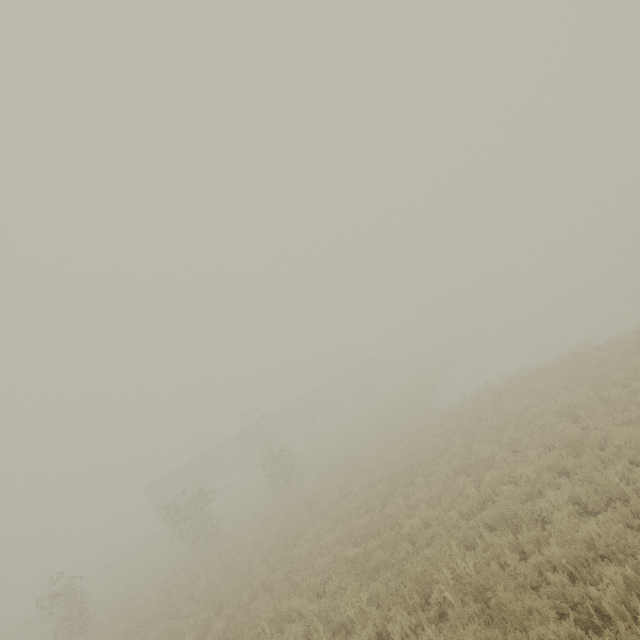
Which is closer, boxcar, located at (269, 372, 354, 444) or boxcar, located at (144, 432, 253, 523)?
boxcar, located at (144, 432, 253, 523)

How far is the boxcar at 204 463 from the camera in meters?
33.8 m

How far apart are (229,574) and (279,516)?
Answer: 3.7m

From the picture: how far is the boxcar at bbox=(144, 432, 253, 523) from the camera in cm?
3381

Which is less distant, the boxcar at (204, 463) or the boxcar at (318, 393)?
the boxcar at (204, 463)
